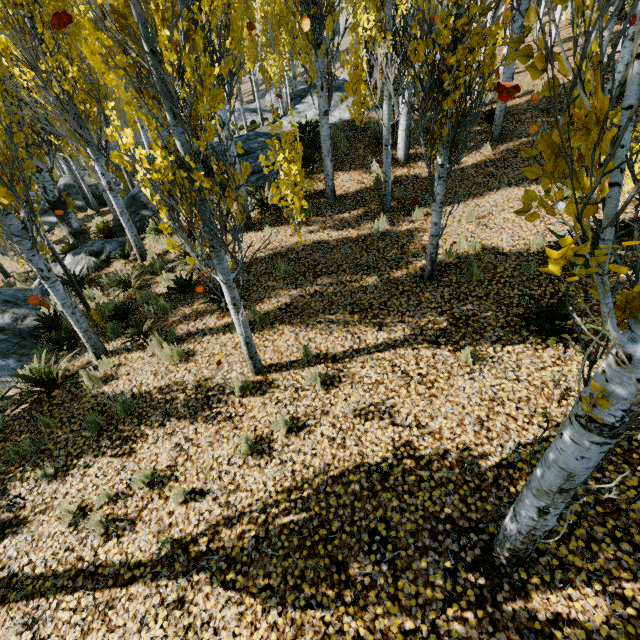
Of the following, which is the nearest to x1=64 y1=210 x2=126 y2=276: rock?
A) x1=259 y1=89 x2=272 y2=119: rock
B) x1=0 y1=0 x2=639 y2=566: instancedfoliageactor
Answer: x1=0 y1=0 x2=639 y2=566: instancedfoliageactor

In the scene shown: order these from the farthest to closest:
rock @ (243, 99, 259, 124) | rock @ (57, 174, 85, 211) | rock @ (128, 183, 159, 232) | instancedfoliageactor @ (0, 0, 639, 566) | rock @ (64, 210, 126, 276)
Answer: rock @ (243, 99, 259, 124), rock @ (57, 174, 85, 211), rock @ (128, 183, 159, 232), rock @ (64, 210, 126, 276), instancedfoliageactor @ (0, 0, 639, 566)

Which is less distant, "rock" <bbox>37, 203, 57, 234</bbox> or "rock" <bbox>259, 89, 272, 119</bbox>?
"rock" <bbox>37, 203, 57, 234</bbox>

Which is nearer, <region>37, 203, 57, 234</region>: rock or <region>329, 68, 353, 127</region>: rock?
<region>329, 68, 353, 127</region>: rock

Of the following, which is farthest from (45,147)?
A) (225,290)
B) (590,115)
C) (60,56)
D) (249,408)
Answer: (590,115)

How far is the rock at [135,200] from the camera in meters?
11.0

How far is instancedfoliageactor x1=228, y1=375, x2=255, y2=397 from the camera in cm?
509

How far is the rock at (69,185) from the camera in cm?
1797
